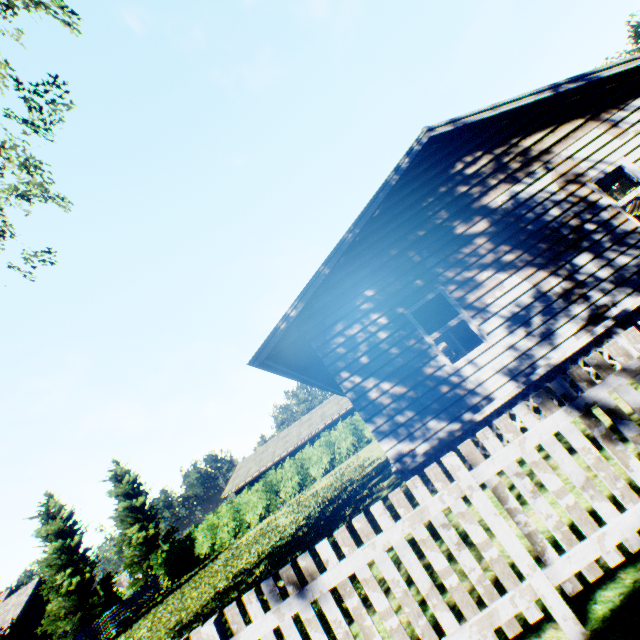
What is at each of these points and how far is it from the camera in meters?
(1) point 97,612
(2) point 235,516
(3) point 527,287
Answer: (1) tree, 21.2
(2) hedge, 26.8
(3) house, 6.8

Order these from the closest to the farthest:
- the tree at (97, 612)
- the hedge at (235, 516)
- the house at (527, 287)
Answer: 1. the house at (527, 287)
2. the tree at (97, 612)
3. the hedge at (235, 516)

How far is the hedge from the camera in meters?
26.5 m

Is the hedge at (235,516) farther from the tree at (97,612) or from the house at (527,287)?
the tree at (97,612)

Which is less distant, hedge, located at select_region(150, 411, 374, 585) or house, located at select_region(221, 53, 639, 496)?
house, located at select_region(221, 53, 639, 496)

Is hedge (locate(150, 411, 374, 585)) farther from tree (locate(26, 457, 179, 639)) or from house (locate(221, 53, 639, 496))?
tree (locate(26, 457, 179, 639))

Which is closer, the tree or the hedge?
the tree
